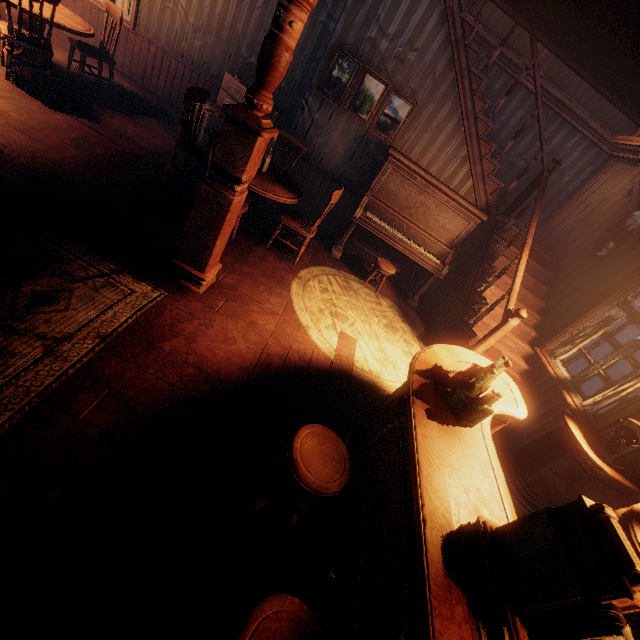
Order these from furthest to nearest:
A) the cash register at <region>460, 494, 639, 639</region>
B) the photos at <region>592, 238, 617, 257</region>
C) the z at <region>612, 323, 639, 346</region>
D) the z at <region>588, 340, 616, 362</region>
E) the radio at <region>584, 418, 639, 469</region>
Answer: the z at <region>612, 323, 639, 346</region> < the z at <region>588, 340, 616, 362</region> < the photos at <region>592, 238, 617, 257</region> < the radio at <region>584, 418, 639, 469</region> < the cash register at <region>460, 494, 639, 639</region>

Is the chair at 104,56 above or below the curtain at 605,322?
below

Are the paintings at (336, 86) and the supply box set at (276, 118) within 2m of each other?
yes

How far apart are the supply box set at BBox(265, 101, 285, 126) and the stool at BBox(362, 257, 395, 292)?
3.0 meters

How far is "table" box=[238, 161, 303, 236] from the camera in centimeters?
395cm

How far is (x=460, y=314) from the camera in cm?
529

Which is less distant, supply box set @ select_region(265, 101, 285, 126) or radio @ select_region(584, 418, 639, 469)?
radio @ select_region(584, 418, 639, 469)

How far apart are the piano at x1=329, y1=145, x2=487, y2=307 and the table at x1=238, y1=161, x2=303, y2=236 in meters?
1.3 m
